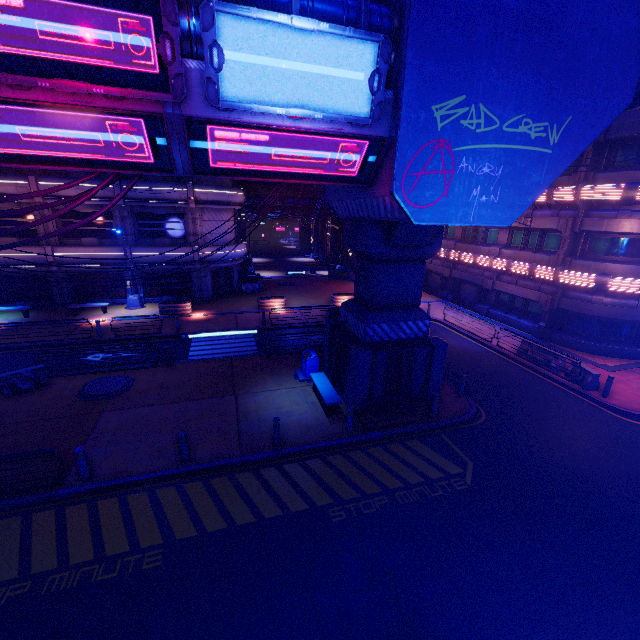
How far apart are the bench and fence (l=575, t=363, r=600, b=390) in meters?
11.9

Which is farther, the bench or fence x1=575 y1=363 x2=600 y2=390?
fence x1=575 y1=363 x2=600 y2=390

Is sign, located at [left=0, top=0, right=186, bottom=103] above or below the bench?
above

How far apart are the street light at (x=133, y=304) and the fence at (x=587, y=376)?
28.13m

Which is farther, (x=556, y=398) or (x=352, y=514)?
(x=556, y=398)

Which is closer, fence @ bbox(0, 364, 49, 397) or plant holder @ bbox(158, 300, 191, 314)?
fence @ bbox(0, 364, 49, 397)

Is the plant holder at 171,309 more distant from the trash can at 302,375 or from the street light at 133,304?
the trash can at 302,375

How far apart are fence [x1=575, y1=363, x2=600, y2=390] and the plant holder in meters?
24.0 m
